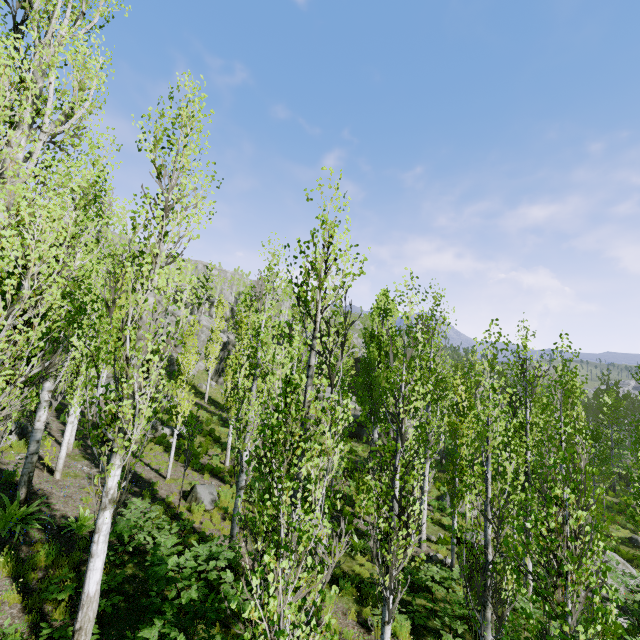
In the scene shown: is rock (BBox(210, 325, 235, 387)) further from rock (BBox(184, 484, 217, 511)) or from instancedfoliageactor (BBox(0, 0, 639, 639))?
rock (BBox(184, 484, 217, 511))

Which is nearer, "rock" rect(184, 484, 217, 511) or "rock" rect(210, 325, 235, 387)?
"rock" rect(184, 484, 217, 511)

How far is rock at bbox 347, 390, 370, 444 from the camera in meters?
31.9

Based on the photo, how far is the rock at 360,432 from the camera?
31.9 meters

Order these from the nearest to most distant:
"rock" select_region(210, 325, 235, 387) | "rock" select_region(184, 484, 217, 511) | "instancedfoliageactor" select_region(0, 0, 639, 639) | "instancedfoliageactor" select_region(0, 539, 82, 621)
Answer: "instancedfoliageactor" select_region(0, 0, 639, 639) → "instancedfoliageactor" select_region(0, 539, 82, 621) → "rock" select_region(184, 484, 217, 511) → "rock" select_region(210, 325, 235, 387)

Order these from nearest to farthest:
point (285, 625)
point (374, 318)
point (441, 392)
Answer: point (285, 625)
point (441, 392)
point (374, 318)

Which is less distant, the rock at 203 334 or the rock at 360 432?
the rock at 360 432
